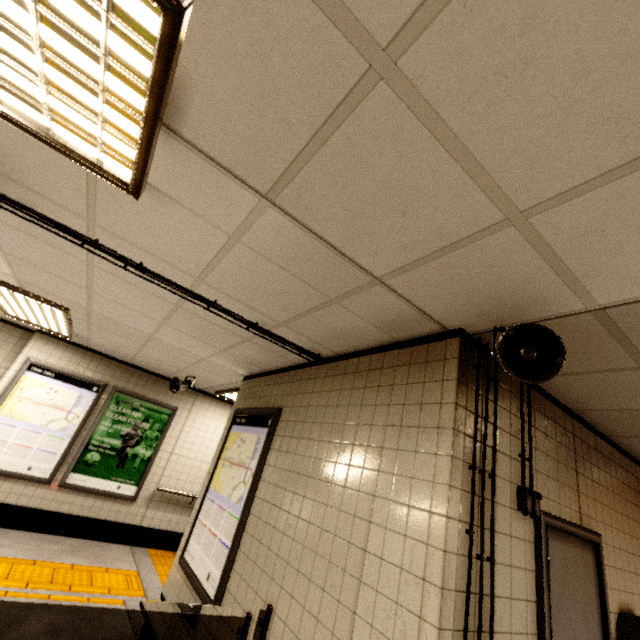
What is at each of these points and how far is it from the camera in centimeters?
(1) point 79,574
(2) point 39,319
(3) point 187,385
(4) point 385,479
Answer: (1) groundtactileadastrip, 434cm
(2) fluorescent light, 488cm
(3) loudspeaker, 583cm
(4) building, 197cm

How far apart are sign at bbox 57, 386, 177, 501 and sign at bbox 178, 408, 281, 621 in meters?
3.0 m

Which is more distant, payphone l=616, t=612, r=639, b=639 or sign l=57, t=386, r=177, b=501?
sign l=57, t=386, r=177, b=501

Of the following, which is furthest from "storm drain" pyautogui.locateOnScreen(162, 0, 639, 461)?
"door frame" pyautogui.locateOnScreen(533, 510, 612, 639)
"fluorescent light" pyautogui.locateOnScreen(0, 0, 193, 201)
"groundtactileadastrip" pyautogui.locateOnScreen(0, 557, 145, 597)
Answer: "groundtactileadastrip" pyautogui.locateOnScreen(0, 557, 145, 597)

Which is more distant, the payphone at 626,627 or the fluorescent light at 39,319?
the fluorescent light at 39,319

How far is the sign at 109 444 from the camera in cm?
569

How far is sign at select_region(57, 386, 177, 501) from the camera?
5.69m

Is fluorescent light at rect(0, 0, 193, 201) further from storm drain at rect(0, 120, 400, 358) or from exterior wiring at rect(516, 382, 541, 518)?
exterior wiring at rect(516, 382, 541, 518)
